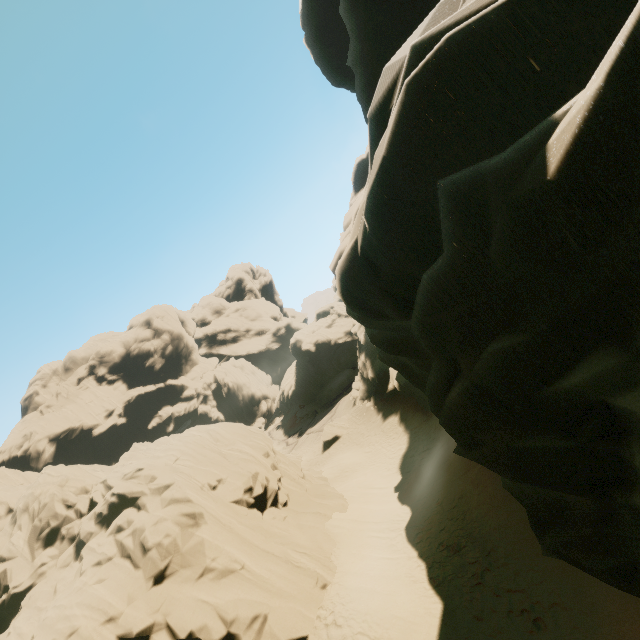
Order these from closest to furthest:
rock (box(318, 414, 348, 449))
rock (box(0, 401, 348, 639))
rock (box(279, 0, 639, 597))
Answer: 1. rock (box(279, 0, 639, 597))
2. rock (box(0, 401, 348, 639))
3. rock (box(318, 414, 348, 449))

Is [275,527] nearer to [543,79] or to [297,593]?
[297,593]

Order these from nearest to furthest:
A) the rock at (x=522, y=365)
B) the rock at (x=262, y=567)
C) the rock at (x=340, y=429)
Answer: the rock at (x=522, y=365) < the rock at (x=262, y=567) < the rock at (x=340, y=429)

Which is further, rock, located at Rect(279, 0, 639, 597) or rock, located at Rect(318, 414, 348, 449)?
rock, located at Rect(318, 414, 348, 449)

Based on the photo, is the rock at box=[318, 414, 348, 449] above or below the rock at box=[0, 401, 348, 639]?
below

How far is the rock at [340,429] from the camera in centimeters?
3438cm

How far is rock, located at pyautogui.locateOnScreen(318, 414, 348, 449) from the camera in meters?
34.4
